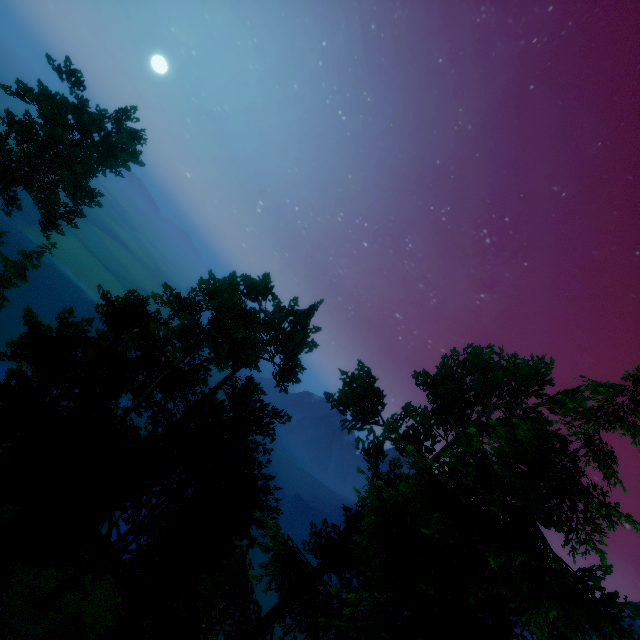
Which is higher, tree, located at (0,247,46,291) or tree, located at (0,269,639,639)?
tree, located at (0,269,639,639)

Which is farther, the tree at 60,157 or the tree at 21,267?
the tree at 21,267

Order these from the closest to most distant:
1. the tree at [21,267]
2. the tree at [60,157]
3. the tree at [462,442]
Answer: the tree at [462,442] < the tree at [60,157] < the tree at [21,267]

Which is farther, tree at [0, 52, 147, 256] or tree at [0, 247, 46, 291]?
tree at [0, 247, 46, 291]

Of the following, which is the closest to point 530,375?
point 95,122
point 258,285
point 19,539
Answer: point 258,285

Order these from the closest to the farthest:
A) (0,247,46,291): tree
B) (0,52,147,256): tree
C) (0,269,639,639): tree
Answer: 1. (0,269,639,639): tree
2. (0,52,147,256): tree
3. (0,247,46,291): tree
